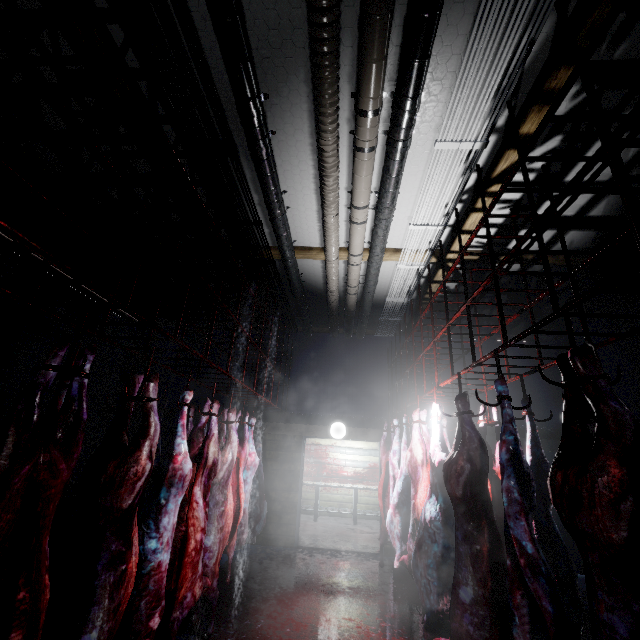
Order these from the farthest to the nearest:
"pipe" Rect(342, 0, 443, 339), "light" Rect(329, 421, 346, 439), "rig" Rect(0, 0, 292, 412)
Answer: "light" Rect(329, 421, 346, 439)
"pipe" Rect(342, 0, 443, 339)
"rig" Rect(0, 0, 292, 412)

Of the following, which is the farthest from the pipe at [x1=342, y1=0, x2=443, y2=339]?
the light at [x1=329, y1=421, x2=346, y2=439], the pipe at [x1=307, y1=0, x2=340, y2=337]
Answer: the light at [x1=329, y1=421, x2=346, y2=439]

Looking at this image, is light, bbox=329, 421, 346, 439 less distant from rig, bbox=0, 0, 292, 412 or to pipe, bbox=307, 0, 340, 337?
rig, bbox=0, 0, 292, 412

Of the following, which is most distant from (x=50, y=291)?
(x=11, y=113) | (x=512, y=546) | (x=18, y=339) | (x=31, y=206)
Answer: (x=512, y=546)

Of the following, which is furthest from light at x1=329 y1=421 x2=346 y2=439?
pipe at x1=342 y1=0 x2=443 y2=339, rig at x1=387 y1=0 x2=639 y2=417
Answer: pipe at x1=342 y1=0 x2=443 y2=339

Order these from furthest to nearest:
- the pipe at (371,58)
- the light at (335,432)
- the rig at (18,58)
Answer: the light at (335,432), the pipe at (371,58), the rig at (18,58)

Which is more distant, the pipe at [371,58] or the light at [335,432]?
the light at [335,432]

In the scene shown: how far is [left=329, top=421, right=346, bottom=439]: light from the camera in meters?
6.1 m
